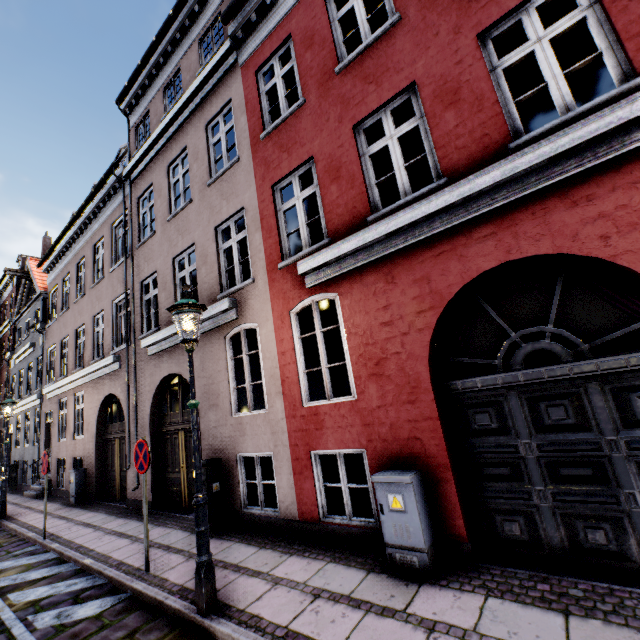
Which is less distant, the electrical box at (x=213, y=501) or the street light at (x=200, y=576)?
the street light at (x=200, y=576)

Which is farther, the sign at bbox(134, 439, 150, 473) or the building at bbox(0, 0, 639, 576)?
the sign at bbox(134, 439, 150, 473)

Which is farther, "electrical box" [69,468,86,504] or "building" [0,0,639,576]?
"electrical box" [69,468,86,504]

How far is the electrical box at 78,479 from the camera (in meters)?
10.73

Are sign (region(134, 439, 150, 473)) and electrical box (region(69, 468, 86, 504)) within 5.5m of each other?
no

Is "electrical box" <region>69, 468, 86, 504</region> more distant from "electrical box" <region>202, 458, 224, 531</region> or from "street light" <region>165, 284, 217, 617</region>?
"street light" <region>165, 284, 217, 617</region>

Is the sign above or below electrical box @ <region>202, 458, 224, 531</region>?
above

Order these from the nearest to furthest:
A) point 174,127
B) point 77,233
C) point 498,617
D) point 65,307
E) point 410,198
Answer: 1. point 498,617
2. point 410,198
3. point 174,127
4. point 77,233
5. point 65,307
